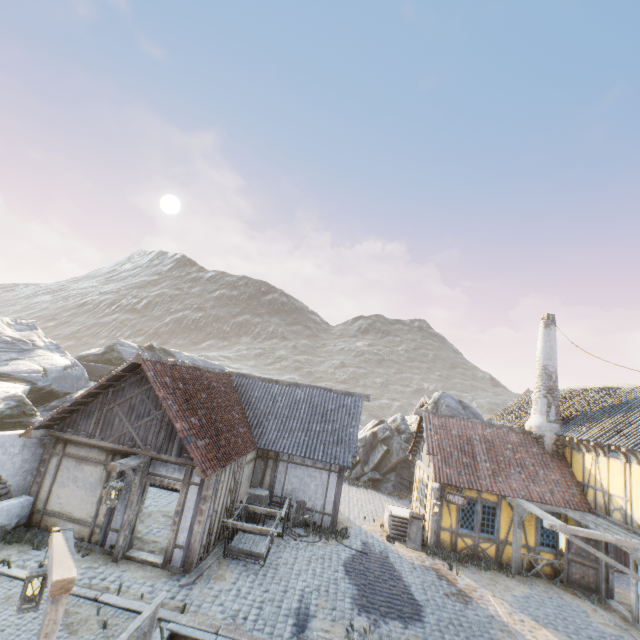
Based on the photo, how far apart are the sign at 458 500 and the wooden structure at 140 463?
12.0 meters

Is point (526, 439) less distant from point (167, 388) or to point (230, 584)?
point (230, 584)

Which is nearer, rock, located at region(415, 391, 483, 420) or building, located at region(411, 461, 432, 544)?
building, located at region(411, 461, 432, 544)

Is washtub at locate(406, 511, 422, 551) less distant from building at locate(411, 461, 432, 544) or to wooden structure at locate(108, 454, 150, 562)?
building at locate(411, 461, 432, 544)

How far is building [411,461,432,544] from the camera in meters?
14.5

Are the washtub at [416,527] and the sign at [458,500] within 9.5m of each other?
yes

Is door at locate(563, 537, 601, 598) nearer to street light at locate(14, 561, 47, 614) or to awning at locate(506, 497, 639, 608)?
awning at locate(506, 497, 639, 608)

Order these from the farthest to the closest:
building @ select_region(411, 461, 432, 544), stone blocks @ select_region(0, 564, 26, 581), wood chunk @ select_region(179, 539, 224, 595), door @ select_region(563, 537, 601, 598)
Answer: building @ select_region(411, 461, 432, 544)
door @ select_region(563, 537, 601, 598)
wood chunk @ select_region(179, 539, 224, 595)
stone blocks @ select_region(0, 564, 26, 581)
